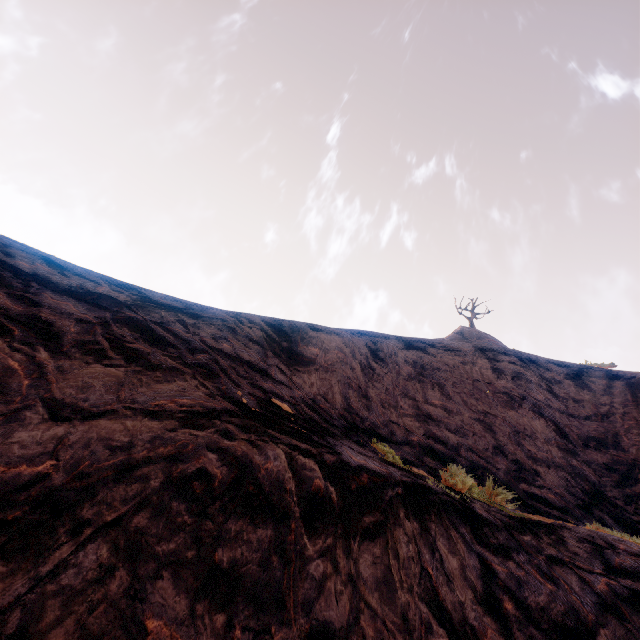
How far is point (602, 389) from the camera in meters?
10.7 m
